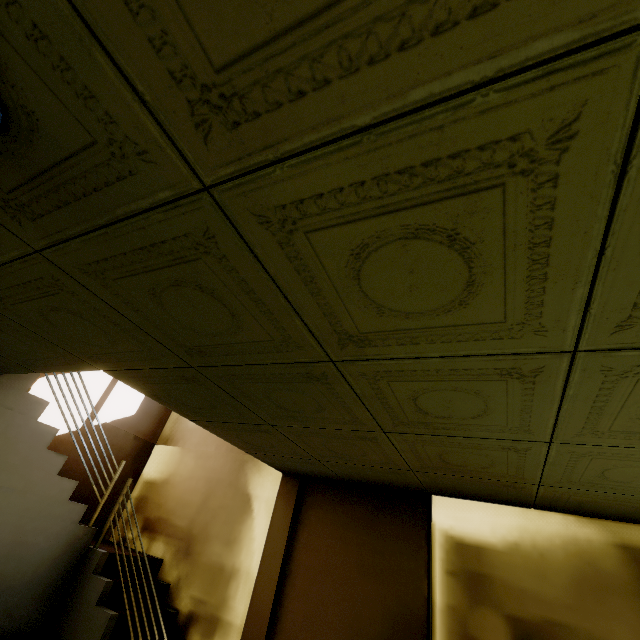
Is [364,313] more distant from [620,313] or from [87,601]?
[87,601]
